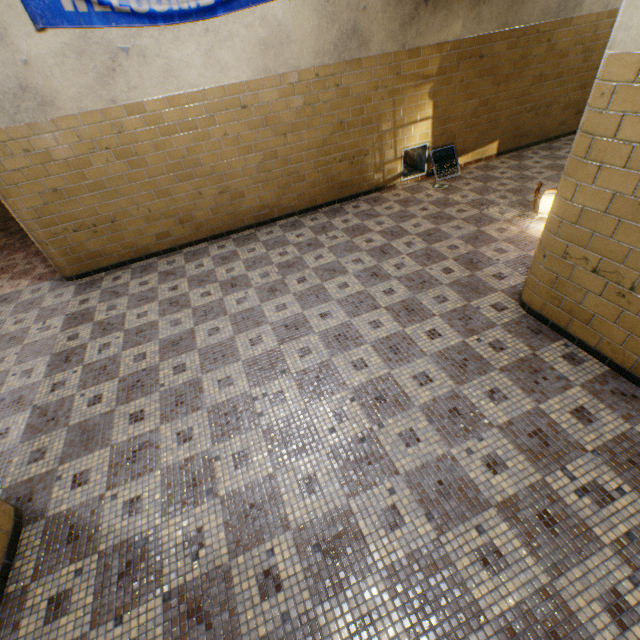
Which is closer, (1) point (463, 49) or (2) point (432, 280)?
(2) point (432, 280)

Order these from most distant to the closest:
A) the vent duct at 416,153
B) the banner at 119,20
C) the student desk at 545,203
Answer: the vent duct at 416,153 → the student desk at 545,203 → the banner at 119,20

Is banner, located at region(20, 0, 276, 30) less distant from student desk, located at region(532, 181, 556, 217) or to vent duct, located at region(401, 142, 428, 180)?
vent duct, located at region(401, 142, 428, 180)

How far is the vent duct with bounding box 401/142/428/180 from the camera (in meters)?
5.85

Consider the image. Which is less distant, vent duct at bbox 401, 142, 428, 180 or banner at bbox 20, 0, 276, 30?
banner at bbox 20, 0, 276, 30

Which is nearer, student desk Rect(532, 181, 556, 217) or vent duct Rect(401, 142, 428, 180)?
student desk Rect(532, 181, 556, 217)

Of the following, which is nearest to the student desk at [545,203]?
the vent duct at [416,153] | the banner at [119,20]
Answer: the vent duct at [416,153]
